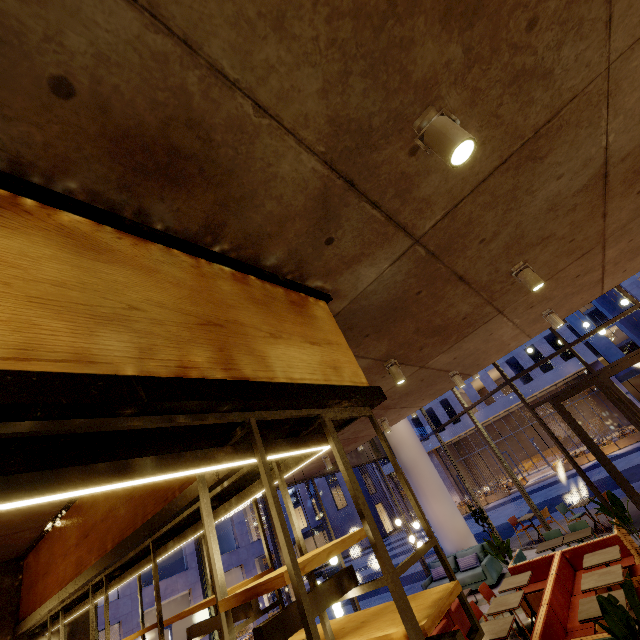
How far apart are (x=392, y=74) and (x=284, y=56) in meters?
0.5

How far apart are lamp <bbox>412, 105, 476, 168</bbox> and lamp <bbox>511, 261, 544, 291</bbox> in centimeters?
253cm

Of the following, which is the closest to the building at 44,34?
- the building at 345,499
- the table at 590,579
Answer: the table at 590,579

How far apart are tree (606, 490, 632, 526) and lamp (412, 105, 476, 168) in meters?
8.8 m

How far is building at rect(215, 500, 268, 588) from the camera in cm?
2319

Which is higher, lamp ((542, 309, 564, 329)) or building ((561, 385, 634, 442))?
lamp ((542, 309, 564, 329))

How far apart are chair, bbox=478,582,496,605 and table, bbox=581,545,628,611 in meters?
1.8

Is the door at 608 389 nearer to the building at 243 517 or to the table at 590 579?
the table at 590 579
